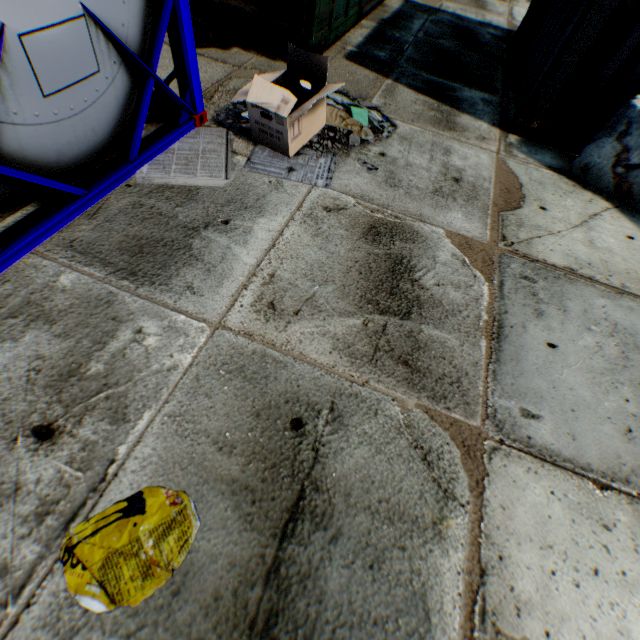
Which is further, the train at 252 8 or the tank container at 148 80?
the train at 252 8

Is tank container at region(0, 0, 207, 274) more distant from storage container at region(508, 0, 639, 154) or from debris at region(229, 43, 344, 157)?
storage container at region(508, 0, 639, 154)

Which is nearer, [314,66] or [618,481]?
[618,481]

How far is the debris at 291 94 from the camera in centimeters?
318cm

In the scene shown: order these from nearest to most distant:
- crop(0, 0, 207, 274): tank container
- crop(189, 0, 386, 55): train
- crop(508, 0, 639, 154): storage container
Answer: crop(0, 0, 207, 274): tank container < crop(508, 0, 639, 154): storage container < crop(189, 0, 386, 55): train

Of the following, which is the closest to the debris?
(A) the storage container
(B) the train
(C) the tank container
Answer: → (C) the tank container

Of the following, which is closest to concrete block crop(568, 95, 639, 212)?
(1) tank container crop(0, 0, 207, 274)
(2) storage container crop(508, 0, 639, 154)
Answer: (2) storage container crop(508, 0, 639, 154)

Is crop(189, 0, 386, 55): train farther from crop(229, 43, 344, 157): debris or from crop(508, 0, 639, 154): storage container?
crop(508, 0, 639, 154): storage container
